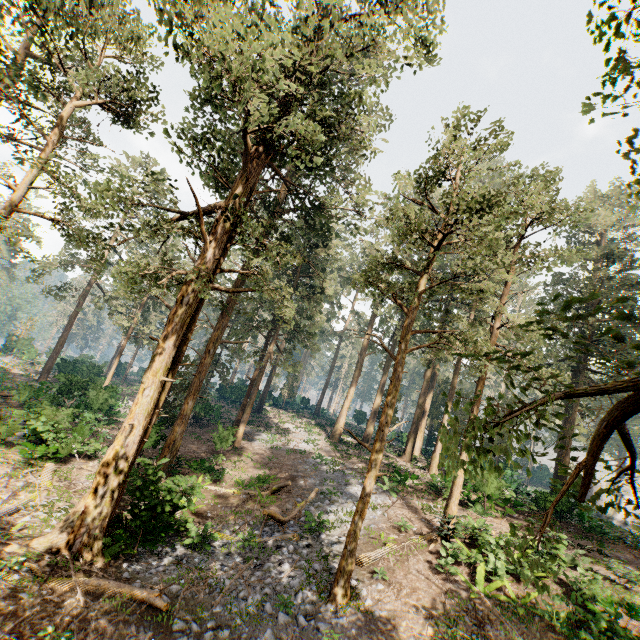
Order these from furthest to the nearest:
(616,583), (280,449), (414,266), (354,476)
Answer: (414,266) → (280,449) → (354,476) → (616,583)

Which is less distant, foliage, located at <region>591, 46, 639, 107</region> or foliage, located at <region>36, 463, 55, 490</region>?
foliage, located at <region>591, 46, 639, 107</region>

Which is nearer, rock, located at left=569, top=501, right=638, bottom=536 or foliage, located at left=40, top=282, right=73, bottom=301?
rock, located at left=569, top=501, right=638, bottom=536

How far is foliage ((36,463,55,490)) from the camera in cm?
1468

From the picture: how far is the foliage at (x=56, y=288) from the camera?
32.5m
